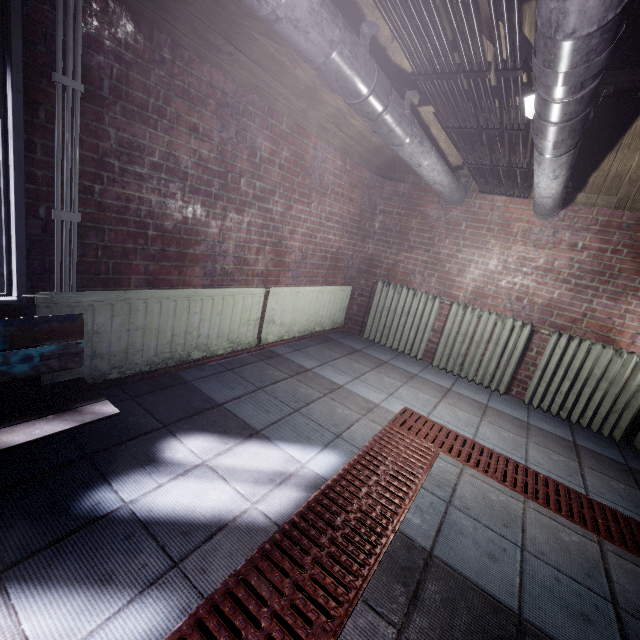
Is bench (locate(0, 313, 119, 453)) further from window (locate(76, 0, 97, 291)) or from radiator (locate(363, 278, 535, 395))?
radiator (locate(363, 278, 535, 395))

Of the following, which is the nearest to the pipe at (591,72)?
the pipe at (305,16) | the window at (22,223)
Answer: the pipe at (305,16)

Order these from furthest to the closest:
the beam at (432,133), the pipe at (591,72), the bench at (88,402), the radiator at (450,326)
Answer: the radiator at (450,326) → the beam at (432,133) → the bench at (88,402) → the pipe at (591,72)

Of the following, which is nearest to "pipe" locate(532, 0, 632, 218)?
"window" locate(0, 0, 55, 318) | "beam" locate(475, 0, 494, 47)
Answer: "beam" locate(475, 0, 494, 47)

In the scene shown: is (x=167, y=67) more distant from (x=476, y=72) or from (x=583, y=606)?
(x=583, y=606)

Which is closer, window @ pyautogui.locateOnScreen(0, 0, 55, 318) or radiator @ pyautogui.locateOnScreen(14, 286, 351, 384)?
window @ pyautogui.locateOnScreen(0, 0, 55, 318)

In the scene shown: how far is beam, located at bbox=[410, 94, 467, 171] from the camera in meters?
2.5

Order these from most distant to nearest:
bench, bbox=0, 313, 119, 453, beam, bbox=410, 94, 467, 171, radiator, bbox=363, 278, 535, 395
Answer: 1. radiator, bbox=363, 278, 535, 395
2. beam, bbox=410, 94, 467, 171
3. bench, bbox=0, 313, 119, 453
